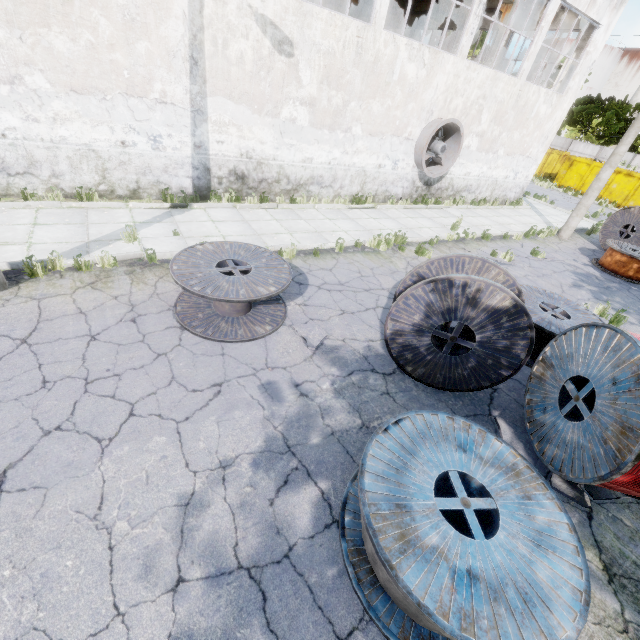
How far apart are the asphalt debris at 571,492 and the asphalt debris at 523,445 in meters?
0.2

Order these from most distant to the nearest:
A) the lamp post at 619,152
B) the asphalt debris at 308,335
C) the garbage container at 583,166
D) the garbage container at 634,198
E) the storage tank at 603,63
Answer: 1. the storage tank at 603,63
2. the garbage container at 583,166
3. the garbage container at 634,198
4. the lamp post at 619,152
5. the asphalt debris at 308,335

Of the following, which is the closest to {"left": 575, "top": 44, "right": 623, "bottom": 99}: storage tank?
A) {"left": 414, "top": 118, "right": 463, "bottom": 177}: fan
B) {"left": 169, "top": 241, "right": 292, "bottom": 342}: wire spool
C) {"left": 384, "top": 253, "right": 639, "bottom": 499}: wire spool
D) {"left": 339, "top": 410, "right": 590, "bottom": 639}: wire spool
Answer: {"left": 414, "top": 118, "right": 463, "bottom": 177}: fan

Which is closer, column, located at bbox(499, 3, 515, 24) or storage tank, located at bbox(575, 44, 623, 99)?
column, located at bbox(499, 3, 515, 24)

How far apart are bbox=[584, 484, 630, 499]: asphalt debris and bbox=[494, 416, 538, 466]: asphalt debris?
0.2m

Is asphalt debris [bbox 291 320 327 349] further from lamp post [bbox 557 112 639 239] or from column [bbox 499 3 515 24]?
column [bbox 499 3 515 24]

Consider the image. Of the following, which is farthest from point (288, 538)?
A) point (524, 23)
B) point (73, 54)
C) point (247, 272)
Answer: point (524, 23)

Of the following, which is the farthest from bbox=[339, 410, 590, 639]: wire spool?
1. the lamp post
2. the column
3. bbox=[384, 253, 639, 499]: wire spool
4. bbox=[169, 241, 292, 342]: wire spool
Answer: the column
